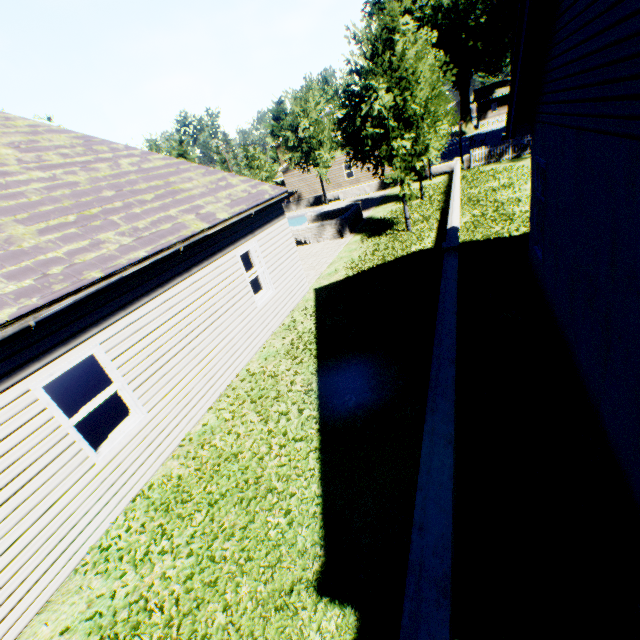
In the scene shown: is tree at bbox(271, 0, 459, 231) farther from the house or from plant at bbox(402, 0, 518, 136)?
the house

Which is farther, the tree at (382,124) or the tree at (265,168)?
the tree at (265,168)

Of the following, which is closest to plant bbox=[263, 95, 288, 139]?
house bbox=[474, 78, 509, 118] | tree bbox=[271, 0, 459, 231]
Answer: tree bbox=[271, 0, 459, 231]

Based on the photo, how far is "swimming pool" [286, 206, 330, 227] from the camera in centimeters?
2798cm

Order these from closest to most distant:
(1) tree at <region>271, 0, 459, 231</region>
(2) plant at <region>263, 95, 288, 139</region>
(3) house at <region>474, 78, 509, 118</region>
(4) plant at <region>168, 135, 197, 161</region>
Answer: (1) tree at <region>271, 0, 459, 231</region> < (4) plant at <region>168, 135, 197, 161</region> < (2) plant at <region>263, 95, 288, 139</region> < (3) house at <region>474, 78, 509, 118</region>

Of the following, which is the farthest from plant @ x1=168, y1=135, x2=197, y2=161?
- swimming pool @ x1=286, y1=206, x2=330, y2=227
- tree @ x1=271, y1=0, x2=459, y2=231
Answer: swimming pool @ x1=286, y1=206, x2=330, y2=227

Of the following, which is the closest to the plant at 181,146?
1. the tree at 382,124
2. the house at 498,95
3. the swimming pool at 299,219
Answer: the tree at 382,124

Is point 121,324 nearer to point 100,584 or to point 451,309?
point 100,584
